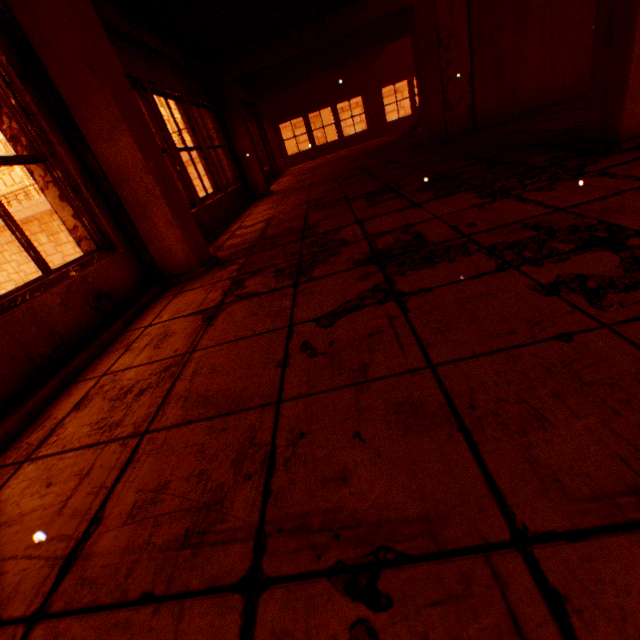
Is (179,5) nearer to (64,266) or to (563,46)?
(64,266)

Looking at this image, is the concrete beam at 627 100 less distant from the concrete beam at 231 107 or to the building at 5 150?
the concrete beam at 231 107

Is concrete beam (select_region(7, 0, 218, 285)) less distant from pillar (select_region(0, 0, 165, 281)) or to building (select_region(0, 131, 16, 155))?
pillar (select_region(0, 0, 165, 281))

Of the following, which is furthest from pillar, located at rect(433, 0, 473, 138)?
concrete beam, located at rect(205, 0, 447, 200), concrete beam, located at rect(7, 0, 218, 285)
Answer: concrete beam, located at rect(7, 0, 218, 285)

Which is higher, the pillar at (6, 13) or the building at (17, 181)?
the building at (17, 181)

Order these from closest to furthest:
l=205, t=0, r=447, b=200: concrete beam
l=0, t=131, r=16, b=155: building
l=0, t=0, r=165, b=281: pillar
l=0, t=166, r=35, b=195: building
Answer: l=0, t=0, r=165, b=281: pillar → l=205, t=0, r=447, b=200: concrete beam → l=0, t=131, r=16, b=155: building → l=0, t=166, r=35, b=195: building

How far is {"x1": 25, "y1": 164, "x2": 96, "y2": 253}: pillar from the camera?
2.6 meters

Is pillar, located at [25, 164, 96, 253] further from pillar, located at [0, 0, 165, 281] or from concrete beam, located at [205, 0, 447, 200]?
concrete beam, located at [205, 0, 447, 200]
